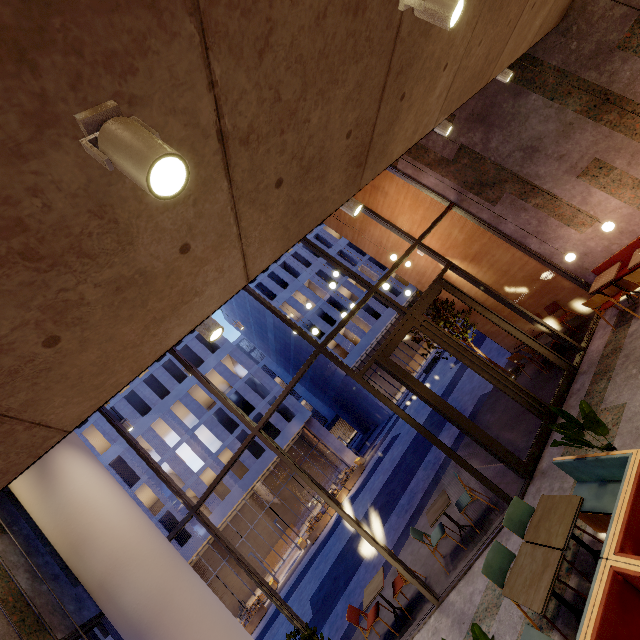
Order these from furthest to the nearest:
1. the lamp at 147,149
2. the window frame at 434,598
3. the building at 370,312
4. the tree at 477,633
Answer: the building at 370,312 → the window frame at 434,598 → the tree at 477,633 → the lamp at 147,149

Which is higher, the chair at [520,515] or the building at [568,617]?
the chair at [520,515]

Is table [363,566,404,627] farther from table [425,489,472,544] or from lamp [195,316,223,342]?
lamp [195,316,223,342]

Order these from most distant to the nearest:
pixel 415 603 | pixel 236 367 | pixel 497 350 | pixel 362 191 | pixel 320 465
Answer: pixel 320 465 → pixel 236 367 → pixel 497 350 → pixel 362 191 → pixel 415 603

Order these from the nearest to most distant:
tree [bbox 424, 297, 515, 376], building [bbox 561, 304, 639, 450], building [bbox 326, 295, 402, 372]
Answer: building [bbox 561, 304, 639, 450] < tree [bbox 424, 297, 515, 376] < building [bbox 326, 295, 402, 372]

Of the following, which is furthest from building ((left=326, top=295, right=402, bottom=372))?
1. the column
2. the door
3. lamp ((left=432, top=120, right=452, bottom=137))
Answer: lamp ((left=432, top=120, right=452, bottom=137))

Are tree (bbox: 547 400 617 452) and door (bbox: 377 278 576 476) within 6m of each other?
yes

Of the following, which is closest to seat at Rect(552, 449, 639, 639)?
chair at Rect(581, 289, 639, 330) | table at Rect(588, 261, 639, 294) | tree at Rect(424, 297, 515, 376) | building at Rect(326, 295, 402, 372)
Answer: chair at Rect(581, 289, 639, 330)
